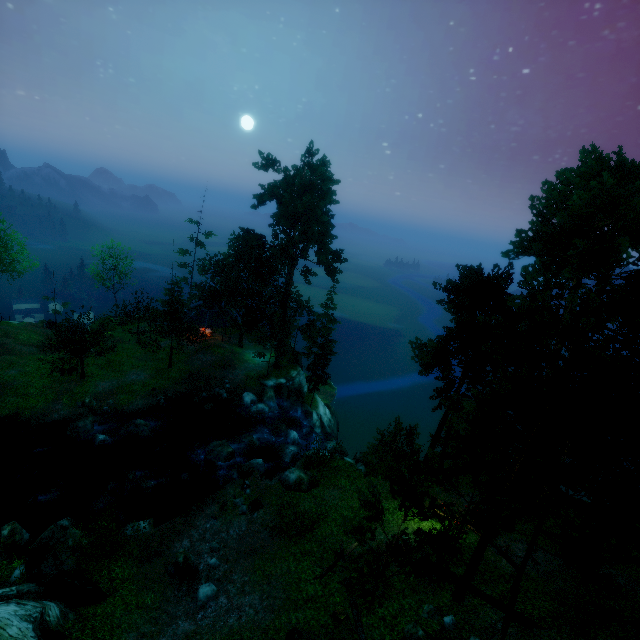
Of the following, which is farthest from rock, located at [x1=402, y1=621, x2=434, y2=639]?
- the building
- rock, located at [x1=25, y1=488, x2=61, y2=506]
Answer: Answer: the building

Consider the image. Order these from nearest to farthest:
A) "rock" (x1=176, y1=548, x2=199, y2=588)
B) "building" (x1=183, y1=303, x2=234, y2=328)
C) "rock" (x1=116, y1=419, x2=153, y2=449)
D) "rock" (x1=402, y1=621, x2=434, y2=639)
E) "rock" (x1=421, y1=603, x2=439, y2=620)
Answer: "rock" (x1=402, y1=621, x2=434, y2=639) < "rock" (x1=421, y1=603, x2=439, y2=620) < "rock" (x1=176, y1=548, x2=199, y2=588) < "rock" (x1=116, y1=419, x2=153, y2=449) < "building" (x1=183, y1=303, x2=234, y2=328)

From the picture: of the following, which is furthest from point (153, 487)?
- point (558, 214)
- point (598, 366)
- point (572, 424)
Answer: point (558, 214)

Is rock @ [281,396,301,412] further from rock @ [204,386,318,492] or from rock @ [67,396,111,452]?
rock @ [67,396,111,452]

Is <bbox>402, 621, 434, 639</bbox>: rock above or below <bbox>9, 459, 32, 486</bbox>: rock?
above

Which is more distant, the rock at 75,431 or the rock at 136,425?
the rock at 136,425

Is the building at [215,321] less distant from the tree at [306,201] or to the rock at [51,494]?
the tree at [306,201]

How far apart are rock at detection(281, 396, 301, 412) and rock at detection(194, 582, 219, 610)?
21.1m
